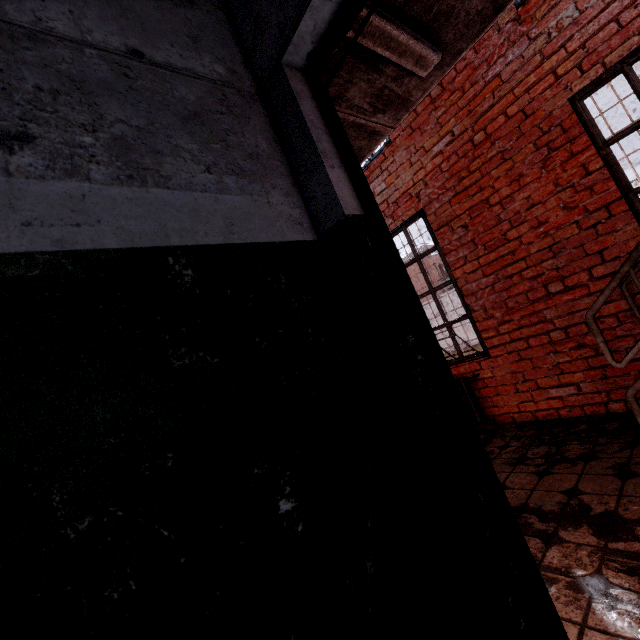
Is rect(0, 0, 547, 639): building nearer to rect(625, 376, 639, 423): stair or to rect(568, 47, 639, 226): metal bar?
rect(625, 376, 639, 423): stair

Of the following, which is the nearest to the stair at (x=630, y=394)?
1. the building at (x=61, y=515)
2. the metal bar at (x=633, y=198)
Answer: the metal bar at (x=633, y=198)

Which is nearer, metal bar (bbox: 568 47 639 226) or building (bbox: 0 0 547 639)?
building (bbox: 0 0 547 639)

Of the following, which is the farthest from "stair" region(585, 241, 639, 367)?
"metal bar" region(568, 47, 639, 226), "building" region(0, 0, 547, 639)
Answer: "building" region(0, 0, 547, 639)

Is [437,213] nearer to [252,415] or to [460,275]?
[460,275]

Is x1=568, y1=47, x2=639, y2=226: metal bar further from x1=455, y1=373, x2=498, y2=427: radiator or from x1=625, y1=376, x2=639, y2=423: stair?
x1=455, y1=373, x2=498, y2=427: radiator

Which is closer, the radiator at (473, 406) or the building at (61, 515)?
the building at (61, 515)

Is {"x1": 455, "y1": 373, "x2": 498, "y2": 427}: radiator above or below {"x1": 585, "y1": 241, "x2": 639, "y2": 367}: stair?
below
